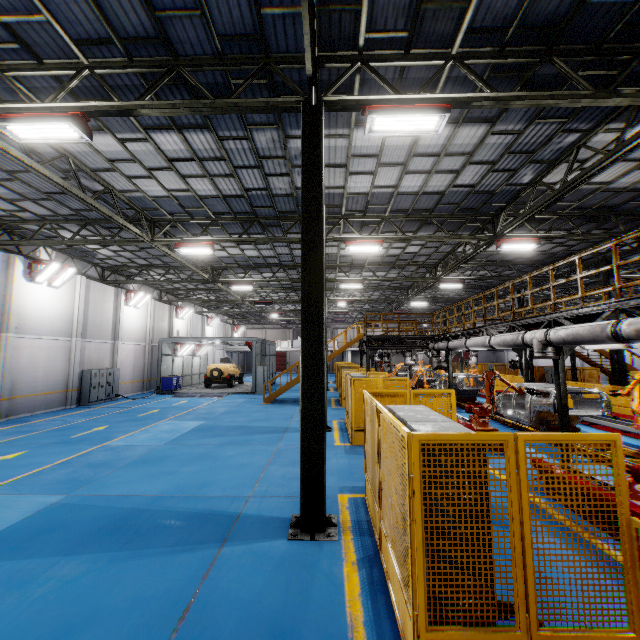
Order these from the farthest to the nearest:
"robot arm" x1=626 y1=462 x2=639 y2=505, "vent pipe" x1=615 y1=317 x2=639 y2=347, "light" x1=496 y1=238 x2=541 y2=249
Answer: "light" x1=496 y1=238 x2=541 y2=249 < "vent pipe" x1=615 y1=317 x2=639 y2=347 < "robot arm" x1=626 y1=462 x2=639 y2=505

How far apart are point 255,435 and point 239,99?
10.6m

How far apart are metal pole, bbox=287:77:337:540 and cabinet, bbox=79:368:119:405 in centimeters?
1942cm

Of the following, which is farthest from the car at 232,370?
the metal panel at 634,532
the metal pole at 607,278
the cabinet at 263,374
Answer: the metal pole at 607,278

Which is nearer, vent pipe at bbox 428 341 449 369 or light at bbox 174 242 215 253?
light at bbox 174 242 215 253

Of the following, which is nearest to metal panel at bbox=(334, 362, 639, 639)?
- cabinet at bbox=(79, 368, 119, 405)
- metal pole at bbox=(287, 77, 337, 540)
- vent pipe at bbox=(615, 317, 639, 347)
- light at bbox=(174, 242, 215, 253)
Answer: metal pole at bbox=(287, 77, 337, 540)

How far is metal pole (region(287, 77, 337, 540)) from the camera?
5.48m

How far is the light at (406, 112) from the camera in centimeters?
620cm
